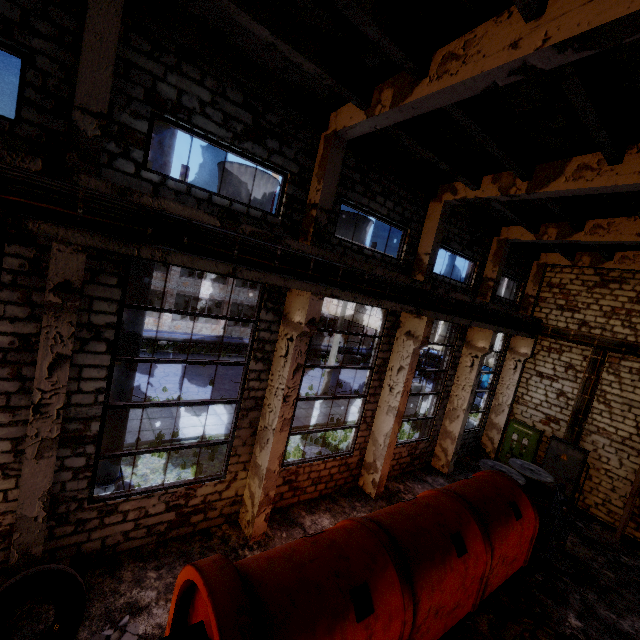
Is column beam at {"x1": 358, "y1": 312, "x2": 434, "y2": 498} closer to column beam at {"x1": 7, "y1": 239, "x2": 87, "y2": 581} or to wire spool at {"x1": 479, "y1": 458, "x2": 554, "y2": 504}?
wire spool at {"x1": 479, "y1": 458, "x2": 554, "y2": 504}

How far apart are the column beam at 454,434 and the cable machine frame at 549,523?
3.07m

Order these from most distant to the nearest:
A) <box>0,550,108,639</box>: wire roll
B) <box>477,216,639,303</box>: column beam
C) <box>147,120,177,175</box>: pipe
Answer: <box>477,216,639,303</box>: column beam → <box>147,120,177,175</box>: pipe → <box>0,550,108,639</box>: wire roll

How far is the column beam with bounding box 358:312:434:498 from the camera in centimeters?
1026cm

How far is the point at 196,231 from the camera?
5.6m

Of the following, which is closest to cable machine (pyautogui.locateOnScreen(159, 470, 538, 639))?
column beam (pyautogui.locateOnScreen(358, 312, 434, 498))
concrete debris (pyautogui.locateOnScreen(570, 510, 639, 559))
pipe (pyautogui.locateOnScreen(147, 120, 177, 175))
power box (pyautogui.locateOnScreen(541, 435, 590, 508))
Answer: column beam (pyautogui.locateOnScreen(358, 312, 434, 498))

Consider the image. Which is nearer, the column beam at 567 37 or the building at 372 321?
the column beam at 567 37

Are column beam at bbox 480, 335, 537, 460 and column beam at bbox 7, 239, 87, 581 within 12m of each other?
no
